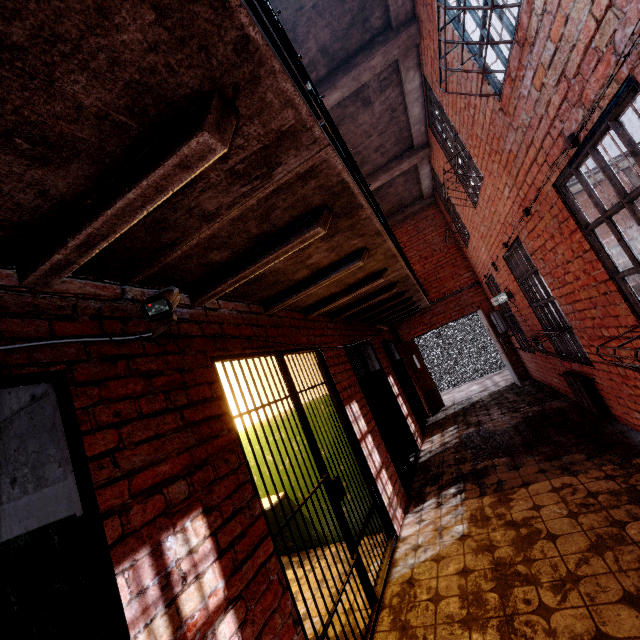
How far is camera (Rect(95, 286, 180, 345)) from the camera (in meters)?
1.62

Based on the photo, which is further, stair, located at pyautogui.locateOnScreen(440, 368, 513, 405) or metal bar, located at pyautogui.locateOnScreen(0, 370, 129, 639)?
stair, located at pyautogui.locateOnScreen(440, 368, 513, 405)

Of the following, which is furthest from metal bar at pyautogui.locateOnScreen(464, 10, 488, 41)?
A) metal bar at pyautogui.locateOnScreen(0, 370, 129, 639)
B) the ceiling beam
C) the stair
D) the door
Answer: the stair

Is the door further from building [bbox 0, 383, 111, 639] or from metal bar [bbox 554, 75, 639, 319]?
metal bar [bbox 554, 75, 639, 319]

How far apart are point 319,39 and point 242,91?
4.2 meters

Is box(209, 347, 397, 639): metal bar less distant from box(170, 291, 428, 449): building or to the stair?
box(170, 291, 428, 449): building

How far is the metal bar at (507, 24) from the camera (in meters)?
2.53

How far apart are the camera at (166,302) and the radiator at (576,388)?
5.2m
